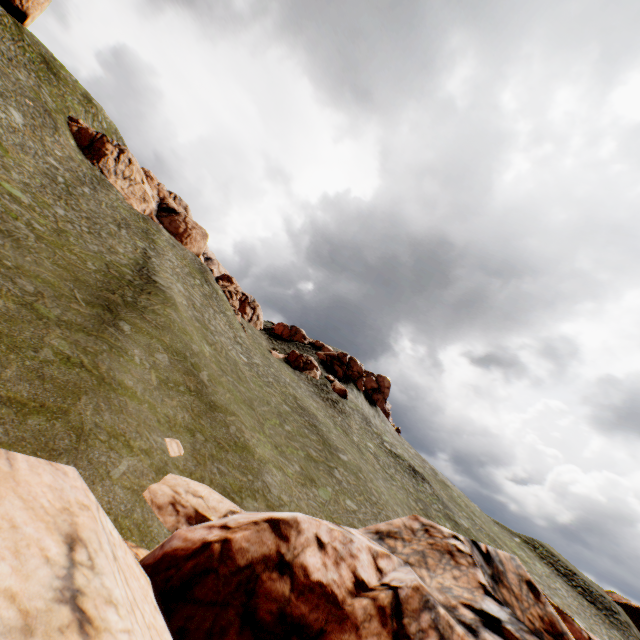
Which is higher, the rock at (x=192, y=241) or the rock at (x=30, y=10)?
the rock at (x=30, y=10)

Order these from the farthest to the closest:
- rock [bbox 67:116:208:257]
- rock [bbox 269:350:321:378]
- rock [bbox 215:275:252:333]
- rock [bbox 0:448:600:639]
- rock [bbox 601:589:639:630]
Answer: rock [bbox 269:350:321:378], rock [bbox 601:589:639:630], rock [bbox 215:275:252:333], rock [bbox 67:116:208:257], rock [bbox 0:448:600:639]

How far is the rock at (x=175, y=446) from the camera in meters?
13.6 m

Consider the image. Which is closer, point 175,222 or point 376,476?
point 376,476

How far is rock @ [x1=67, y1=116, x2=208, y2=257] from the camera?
46.0m

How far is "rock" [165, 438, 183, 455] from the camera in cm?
1363
